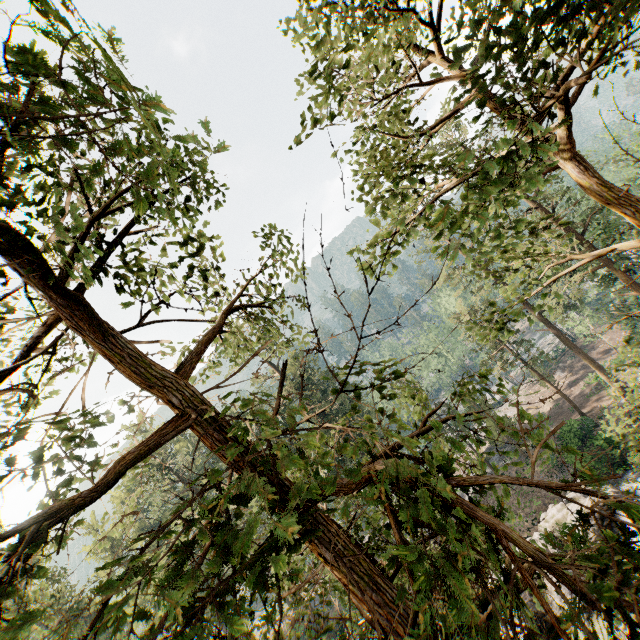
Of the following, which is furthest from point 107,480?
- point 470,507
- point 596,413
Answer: point 596,413

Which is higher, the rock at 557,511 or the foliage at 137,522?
the foliage at 137,522

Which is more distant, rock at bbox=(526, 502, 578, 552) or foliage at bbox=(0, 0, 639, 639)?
rock at bbox=(526, 502, 578, 552)

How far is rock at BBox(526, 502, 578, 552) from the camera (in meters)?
20.23

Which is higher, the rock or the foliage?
the foliage

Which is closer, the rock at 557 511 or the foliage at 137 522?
the foliage at 137 522
